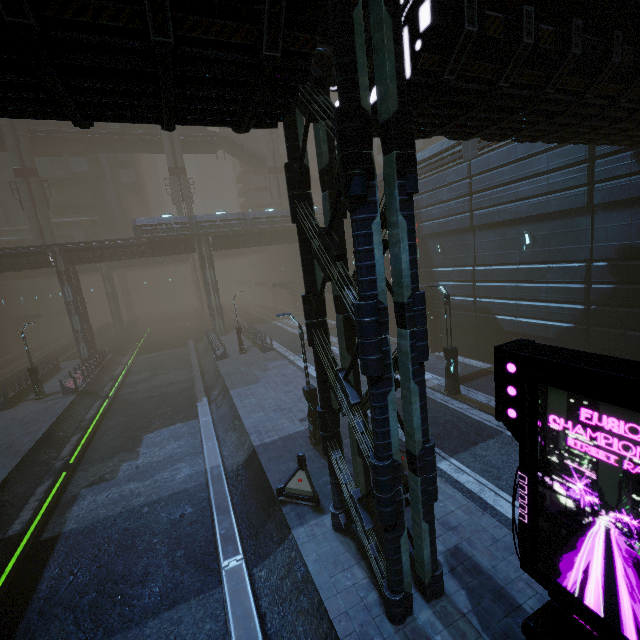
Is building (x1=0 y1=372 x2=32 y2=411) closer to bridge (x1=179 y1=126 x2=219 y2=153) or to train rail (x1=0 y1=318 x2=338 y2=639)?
train rail (x1=0 y1=318 x2=338 y2=639)

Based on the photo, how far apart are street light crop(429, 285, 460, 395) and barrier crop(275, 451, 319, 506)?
8.8m

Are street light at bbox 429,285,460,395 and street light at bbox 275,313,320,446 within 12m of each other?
yes

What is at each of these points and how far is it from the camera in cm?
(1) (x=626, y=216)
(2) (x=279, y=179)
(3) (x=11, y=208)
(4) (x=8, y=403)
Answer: (1) building, 1257
(2) sm, 4912
(3) building, 5019
(4) building, 2239

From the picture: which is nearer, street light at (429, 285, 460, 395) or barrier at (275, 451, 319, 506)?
barrier at (275, 451, 319, 506)

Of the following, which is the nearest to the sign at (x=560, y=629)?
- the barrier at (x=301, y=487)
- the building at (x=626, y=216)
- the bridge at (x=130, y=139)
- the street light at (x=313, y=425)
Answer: the building at (x=626, y=216)

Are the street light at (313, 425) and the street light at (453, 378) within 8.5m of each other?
yes

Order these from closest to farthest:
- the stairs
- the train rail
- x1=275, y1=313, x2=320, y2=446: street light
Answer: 1. the train rail
2. x1=275, y1=313, x2=320, y2=446: street light
3. the stairs
